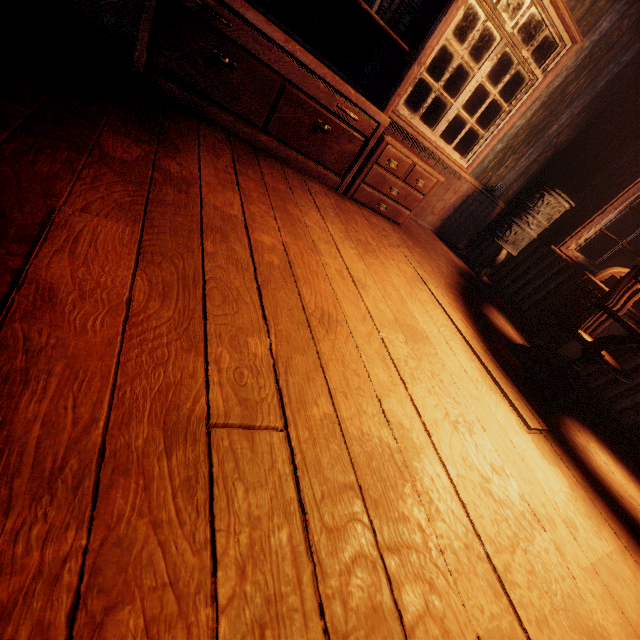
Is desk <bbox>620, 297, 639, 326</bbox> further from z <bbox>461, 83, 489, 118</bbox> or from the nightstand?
the nightstand

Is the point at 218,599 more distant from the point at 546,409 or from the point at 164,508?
the point at 546,409

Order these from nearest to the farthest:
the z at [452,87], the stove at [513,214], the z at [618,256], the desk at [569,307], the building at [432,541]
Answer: the building at [432,541] → the desk at [569,307] → the stove at [513,214] → the z at [618,256] → the z at [452,87]

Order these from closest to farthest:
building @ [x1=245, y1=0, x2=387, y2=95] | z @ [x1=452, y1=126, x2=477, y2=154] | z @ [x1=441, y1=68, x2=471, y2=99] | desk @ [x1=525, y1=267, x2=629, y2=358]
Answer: building @ [x1=245, y1=0, x2=387, y2=95] < desk @ [x1=525, y1=267, x2=629, y2=358] < z @ [x1=452, y1=126, x2=477, y2=154] < z @ [x1=441, y1=68, x2=471, y2=99]

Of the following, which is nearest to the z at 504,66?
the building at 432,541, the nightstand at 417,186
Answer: the building at 432,541

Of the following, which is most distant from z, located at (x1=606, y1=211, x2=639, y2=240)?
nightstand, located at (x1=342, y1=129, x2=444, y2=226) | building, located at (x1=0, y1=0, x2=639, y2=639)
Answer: nightstand, located at (x1=342, y1=129, x2=444, y2=226)

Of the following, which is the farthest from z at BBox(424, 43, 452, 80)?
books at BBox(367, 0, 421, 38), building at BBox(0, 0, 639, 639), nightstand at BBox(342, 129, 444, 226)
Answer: books at BBox(367, 0, 421, 38)
